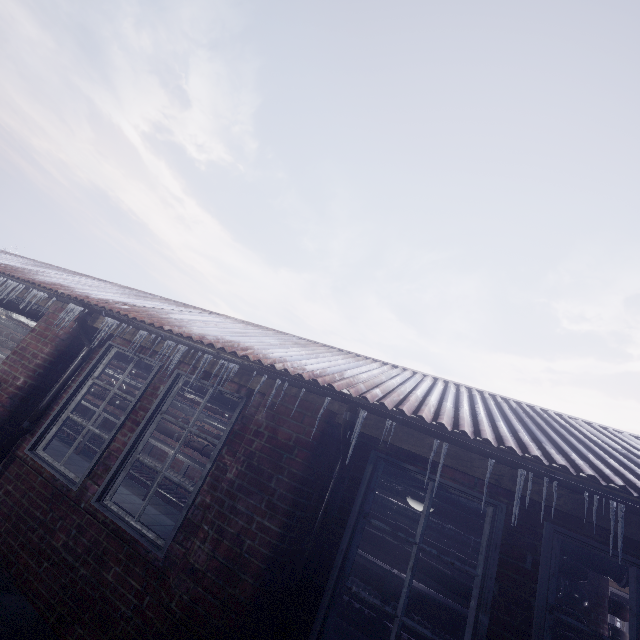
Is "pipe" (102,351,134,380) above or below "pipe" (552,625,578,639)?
above

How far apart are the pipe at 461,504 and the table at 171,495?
0.95m

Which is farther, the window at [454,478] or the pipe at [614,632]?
the pipe at [614,632]

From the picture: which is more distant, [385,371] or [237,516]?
[385,371]

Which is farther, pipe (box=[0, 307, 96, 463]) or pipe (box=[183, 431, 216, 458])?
pipe (box=[183, 431, 216, 458])

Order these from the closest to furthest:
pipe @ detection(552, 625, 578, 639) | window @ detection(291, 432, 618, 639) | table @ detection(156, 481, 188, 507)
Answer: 1. window @ detection(291, 432, 618, 639)
2. pipe @ detection(552, 625, 578, 639)
3. table @ detection(156, 481, 188, 507)

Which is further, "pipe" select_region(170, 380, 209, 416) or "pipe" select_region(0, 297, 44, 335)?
"pipe" select_region(0, 297, 44, 335)

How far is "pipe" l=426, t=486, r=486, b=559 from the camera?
3.4m
